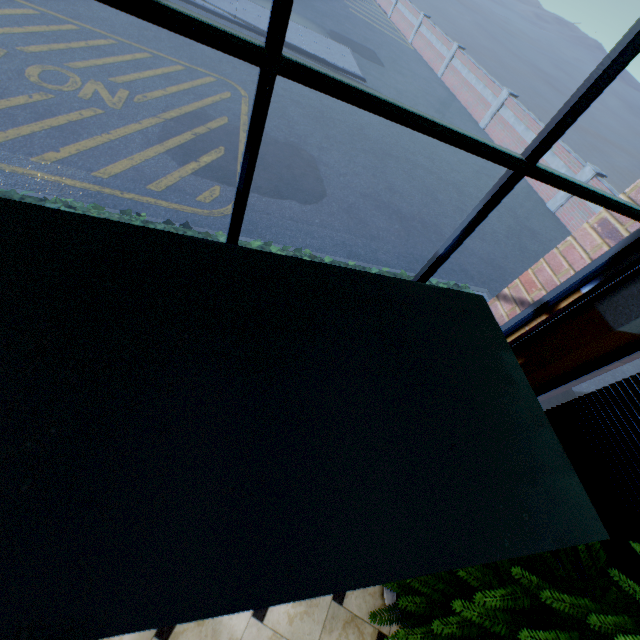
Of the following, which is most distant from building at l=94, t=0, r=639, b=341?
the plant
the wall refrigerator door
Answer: the plant

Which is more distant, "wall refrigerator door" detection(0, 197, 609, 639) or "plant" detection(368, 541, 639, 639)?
"plant" detection(368, 541, 639, 639)

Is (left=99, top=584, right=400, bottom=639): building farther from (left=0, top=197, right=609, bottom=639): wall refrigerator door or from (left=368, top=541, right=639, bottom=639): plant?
(left=368, top=541, right=639, bottom=639): plant

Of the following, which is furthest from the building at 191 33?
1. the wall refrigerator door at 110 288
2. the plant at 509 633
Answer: the plant at 509 633

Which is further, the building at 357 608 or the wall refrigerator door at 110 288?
the building at 357 608

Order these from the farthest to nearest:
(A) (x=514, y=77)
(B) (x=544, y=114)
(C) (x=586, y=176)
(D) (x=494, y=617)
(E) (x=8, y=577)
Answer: (A) (x=514, y=77), (B) (x=544, y=114), (C) (x=586, y=176), (D) (x=494, y=617), (E) (x=8, y=577)
